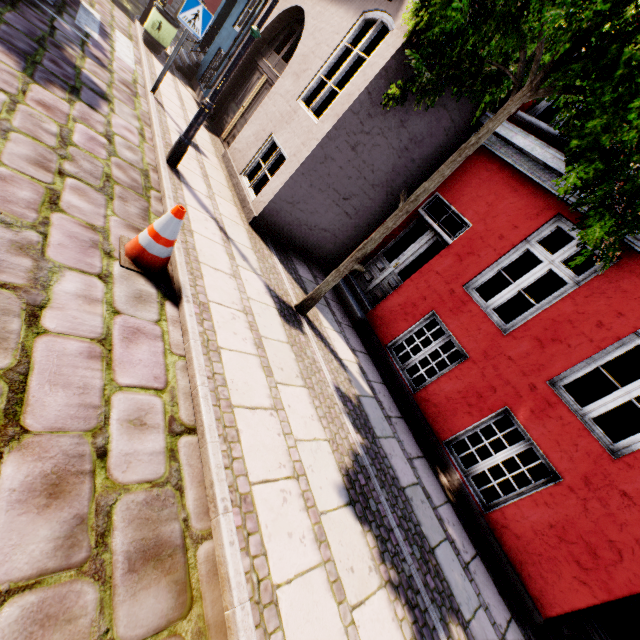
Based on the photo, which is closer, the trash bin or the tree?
the tree

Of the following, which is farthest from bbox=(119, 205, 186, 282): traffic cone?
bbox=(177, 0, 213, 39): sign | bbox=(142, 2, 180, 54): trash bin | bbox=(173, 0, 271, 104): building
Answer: bbox=(142, 2, 180, 54): trash bin

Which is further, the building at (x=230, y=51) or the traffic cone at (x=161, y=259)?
the building at (x=230, y=51)

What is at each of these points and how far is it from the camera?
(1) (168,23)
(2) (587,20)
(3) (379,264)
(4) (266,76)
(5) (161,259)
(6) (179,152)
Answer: (1) trash bin, 9.0 meters
(2) tree, 2.4 meters
(3) building, 7.2 meters
(4) building, 7.7 meters
(5) traffic cone, 3.3 meters
(6) street light, 5.1 meters

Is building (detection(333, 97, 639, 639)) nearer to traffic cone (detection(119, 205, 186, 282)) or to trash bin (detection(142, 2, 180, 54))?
trash bin (detection(142, 2, 180, 54))

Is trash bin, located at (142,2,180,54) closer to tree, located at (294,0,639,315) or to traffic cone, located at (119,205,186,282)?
tree, located at (294,0,639,315)

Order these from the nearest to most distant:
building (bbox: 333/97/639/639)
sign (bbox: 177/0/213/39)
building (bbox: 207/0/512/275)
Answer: building (bbox: 333/97/639/639)
building (bbox: 207/0/512/275)
sign (bbox: 177/0/213/39)

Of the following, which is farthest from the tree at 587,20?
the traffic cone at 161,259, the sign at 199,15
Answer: the sign at 199,15
